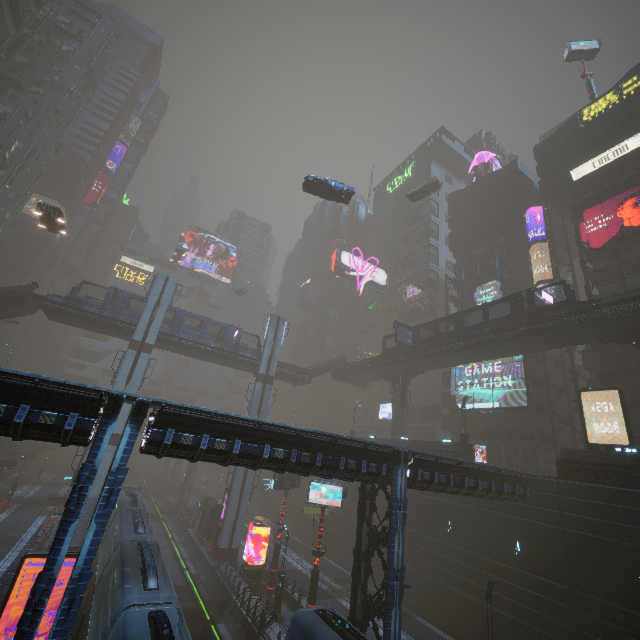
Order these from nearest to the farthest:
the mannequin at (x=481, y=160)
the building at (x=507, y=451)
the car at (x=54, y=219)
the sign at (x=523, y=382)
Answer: the building at (x=507, y=451)
the car at (x=54, y=219)
the sign at (x=523, y=382)
the mannequin at (x=481, y=160)

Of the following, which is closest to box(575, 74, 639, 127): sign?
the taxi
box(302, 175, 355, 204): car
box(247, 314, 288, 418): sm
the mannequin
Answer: the mannequin

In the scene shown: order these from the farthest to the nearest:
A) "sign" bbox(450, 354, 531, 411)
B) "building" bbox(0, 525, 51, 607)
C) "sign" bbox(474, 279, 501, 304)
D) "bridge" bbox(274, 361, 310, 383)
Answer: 1. "bridge" bbox(274, 361, 310, 383)
2. "sign" bbox(474, 279, 501, 304)
3. "sign" bbox(450, 354, 531, 411)
4. "building" bbox(0, 525, 51, 607)

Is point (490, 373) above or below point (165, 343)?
above

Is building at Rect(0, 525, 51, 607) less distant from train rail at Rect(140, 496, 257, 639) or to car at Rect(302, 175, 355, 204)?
train rail at Rect(140, 496, 257, 639)

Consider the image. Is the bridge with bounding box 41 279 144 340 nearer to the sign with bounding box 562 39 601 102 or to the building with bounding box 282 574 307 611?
the building with bounding box 282 574 307 611

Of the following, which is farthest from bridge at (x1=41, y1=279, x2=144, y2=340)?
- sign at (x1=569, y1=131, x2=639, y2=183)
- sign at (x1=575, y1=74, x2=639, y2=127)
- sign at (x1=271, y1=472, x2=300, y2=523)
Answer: sign at (x1=575, y1=74, x2=639, y2=127)

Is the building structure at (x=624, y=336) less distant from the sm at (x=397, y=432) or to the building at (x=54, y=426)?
the building at (x=54, y=426)
